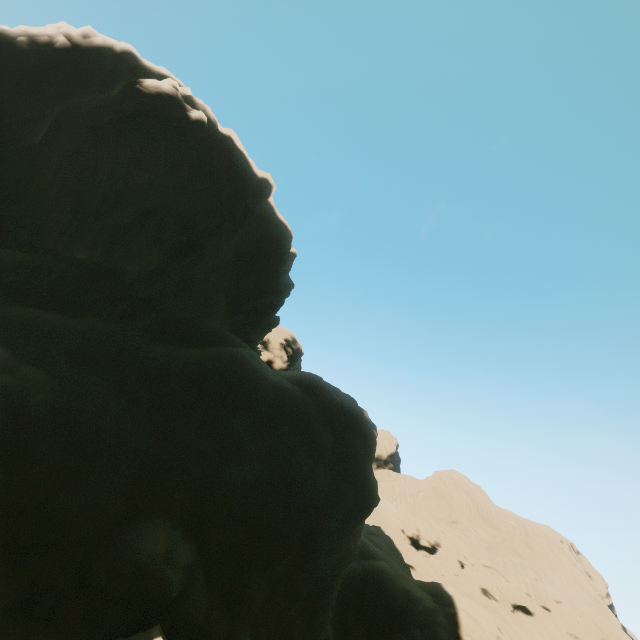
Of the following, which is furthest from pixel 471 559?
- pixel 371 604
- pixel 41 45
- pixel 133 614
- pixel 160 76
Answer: pixel 41 45
